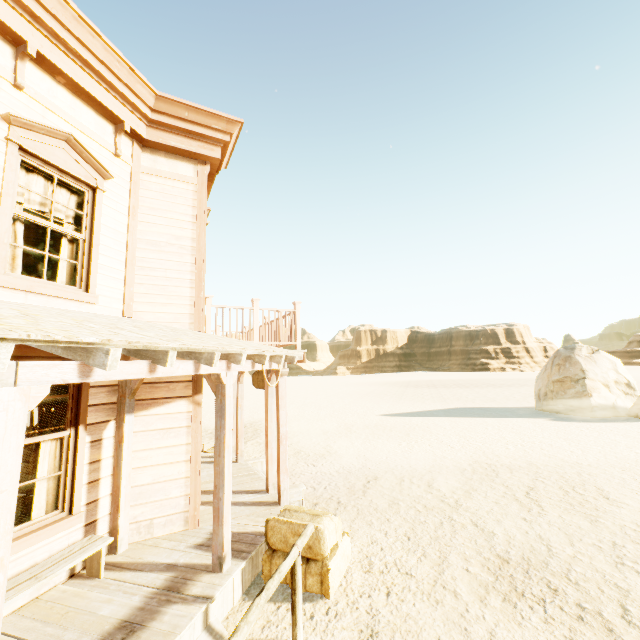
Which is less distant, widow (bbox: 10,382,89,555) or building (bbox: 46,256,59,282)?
widow (bbox: 10,382,89,555)

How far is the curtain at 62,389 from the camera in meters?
4.4

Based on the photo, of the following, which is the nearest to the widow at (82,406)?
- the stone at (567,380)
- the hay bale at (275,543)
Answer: the hay bale at (275,543)

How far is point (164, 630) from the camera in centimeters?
329cm

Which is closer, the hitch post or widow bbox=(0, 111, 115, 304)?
the hitch post

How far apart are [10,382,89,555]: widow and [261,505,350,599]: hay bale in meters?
2.5

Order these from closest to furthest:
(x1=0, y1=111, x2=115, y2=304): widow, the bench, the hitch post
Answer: the hitch post < the bench < (x1=0, y1=111, x2=115, y2=304): widow

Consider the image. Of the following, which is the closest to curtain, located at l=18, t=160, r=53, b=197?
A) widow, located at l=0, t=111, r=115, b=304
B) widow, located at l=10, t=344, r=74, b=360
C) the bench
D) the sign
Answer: widow, located at l=0, t=111, r=115, b=304
